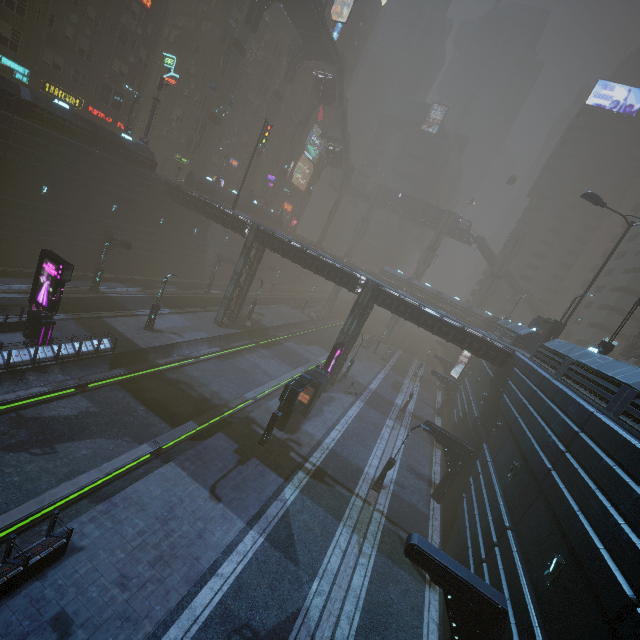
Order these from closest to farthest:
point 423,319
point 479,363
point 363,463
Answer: point 363,463 → point 423,319 → point 479,363

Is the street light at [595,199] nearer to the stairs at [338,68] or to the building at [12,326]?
the building at [12,326]

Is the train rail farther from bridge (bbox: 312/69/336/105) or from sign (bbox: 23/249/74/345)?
bridge (bbox: 312/69/336/105)

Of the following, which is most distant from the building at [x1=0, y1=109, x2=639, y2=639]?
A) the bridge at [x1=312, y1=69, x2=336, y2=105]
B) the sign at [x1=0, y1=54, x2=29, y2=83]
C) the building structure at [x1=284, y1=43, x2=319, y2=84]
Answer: the bridge at [x1=312, y1=69, x2=336, y2=105]

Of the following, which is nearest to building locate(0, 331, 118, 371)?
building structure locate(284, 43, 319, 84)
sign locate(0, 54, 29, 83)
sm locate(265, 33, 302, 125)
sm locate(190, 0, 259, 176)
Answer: sign locate(0, 54, 29, 83)

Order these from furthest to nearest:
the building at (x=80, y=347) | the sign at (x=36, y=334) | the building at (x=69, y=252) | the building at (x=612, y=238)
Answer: the building at (x=612, y=238), the sign at (x=36, y=334), the building at (x=80, y=347), the building at (x=69, y=252)

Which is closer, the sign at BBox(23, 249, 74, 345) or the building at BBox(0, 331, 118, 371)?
the building at BBox(0, 331, 118, 371)

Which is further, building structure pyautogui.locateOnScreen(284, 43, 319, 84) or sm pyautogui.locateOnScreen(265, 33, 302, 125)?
sm pyautogui.locateOnScreen(265, 33, 302, 125)
